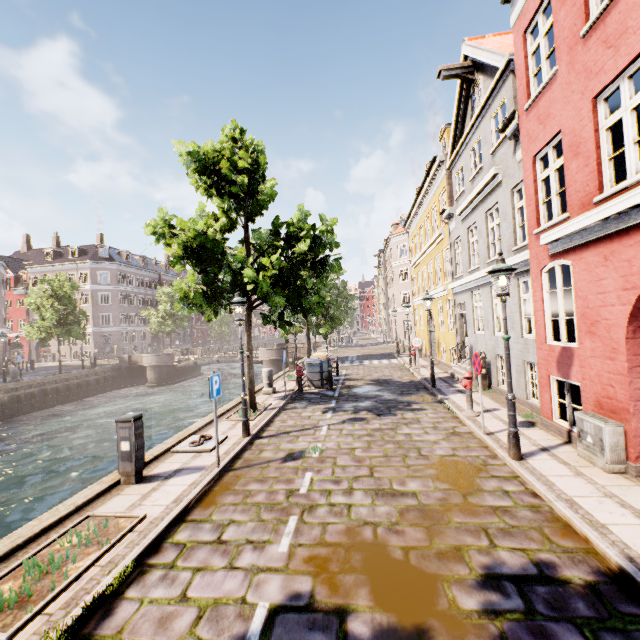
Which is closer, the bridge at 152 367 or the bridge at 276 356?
the bridge at 276 356

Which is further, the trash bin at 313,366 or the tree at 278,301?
the trash bin at 313,366

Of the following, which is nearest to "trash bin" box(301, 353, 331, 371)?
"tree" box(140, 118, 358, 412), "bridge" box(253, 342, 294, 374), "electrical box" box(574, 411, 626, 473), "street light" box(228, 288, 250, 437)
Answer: "tree" box(140, 118, 358, 412)

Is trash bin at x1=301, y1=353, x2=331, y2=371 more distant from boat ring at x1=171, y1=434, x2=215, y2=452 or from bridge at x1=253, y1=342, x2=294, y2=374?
bridge at x1=253, y1=342, x2=294, y2=374

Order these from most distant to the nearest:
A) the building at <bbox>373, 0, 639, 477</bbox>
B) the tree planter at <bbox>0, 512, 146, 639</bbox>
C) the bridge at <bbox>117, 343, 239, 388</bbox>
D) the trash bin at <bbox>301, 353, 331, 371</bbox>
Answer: the bridge at <bbox>117, 343, 239, 388</bbox> < the trash bin at <bbox>301, 353, 331, 371</bbox> < the building at <bbox>373, 0, 639, 477</bbox> < the tree planter at <bbox>0, 512, 146, 639</bbox>

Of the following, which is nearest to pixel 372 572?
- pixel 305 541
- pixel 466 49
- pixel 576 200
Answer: pixel 305 541

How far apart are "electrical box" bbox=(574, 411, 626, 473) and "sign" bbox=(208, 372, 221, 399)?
7.0m

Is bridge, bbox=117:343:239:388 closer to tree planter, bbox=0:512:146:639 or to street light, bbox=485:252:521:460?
street light, bbox=485:252:521:460
